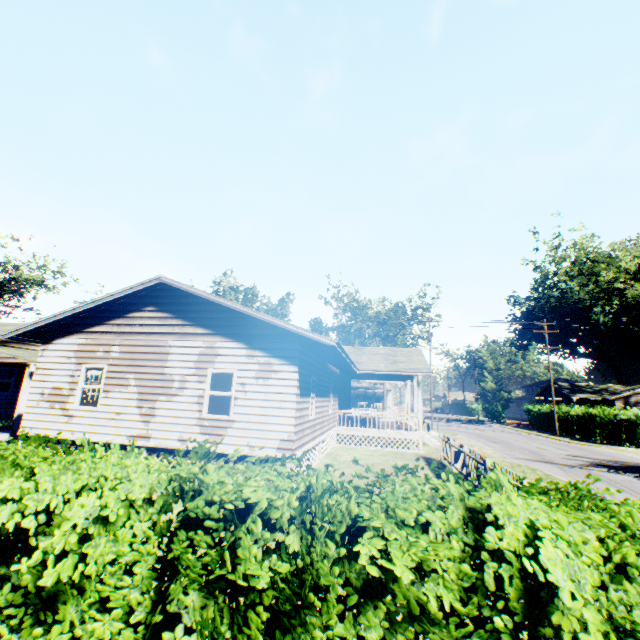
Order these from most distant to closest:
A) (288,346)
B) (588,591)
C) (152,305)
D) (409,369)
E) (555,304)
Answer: (555,304), (409,369), (152,305), (288,346), (588,591)

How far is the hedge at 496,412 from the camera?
55.1m

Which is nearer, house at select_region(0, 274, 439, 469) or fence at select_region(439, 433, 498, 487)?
fence at select_region(439, 433, 498, 487)

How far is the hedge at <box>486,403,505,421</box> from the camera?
55.1 meters

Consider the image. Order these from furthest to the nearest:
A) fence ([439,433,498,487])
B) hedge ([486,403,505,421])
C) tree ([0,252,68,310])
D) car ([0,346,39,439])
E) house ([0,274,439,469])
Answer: hedge ([486,403,505,421]) → tree ([0,252,68,310]) → car ([0,346,39,439]) → house ([0,274,439,469]) → fence ([439,433,498,487])

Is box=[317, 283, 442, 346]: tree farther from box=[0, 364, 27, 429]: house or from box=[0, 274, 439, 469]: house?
box=[0, 364, 27, 429]: house

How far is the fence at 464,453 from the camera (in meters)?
9.75

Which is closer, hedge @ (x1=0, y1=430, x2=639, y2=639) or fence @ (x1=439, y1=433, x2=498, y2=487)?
hedge @ (x1=0, y1=430, x2=639, y2=639)
